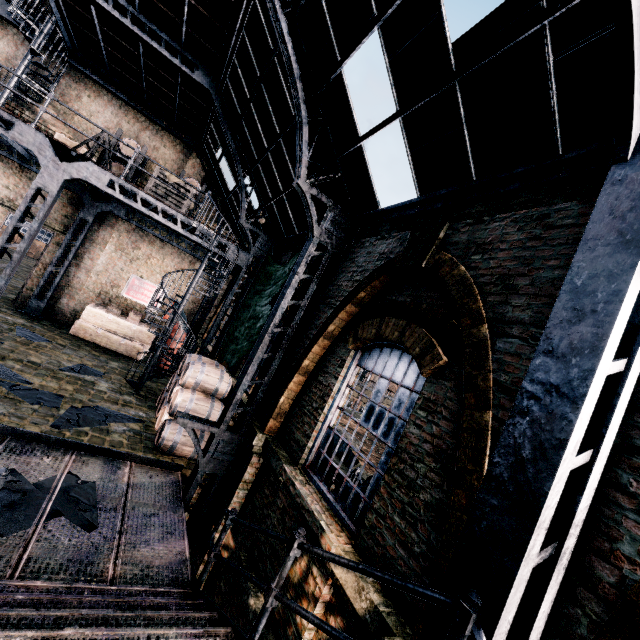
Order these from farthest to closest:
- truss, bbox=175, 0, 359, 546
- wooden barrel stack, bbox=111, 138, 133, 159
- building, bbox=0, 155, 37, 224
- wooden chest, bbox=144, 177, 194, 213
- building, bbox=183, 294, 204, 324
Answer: building, bbox=183, 294, 204, 324 → building, bbox=0, 155, 37, 224 → wooden barrel stack, bbox=111, 138, 133, 159 → wooden chest, bbox=144, 177, 194, 213 → truss, bbox=175, 0, 359, 546

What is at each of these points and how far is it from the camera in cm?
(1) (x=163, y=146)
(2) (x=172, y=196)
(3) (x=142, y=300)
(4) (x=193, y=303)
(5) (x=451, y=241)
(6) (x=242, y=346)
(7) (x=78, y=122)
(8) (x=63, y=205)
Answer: (1) building, 1675
(2) wooden chest, 1180
(3) building, 1742
(4) building, 1859
(5) building, 501
(6) cloth, 998
(7) building, 1512
(8) building, 1545

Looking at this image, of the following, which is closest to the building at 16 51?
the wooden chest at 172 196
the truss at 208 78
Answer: the truss at 208 78

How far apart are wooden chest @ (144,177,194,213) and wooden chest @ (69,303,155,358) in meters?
6.9 m

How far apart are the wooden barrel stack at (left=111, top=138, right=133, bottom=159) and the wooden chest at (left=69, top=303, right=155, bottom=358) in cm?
670

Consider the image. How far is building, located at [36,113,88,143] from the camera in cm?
1445

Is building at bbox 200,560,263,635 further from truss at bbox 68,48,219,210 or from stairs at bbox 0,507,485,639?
stairs at bbox 0,507,485,639

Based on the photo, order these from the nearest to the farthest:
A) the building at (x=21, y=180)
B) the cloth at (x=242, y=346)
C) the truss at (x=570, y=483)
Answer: the truss at (x=570, y=483)
the cloth at (x=242, y=346)
the building at (x=21, y=180)
